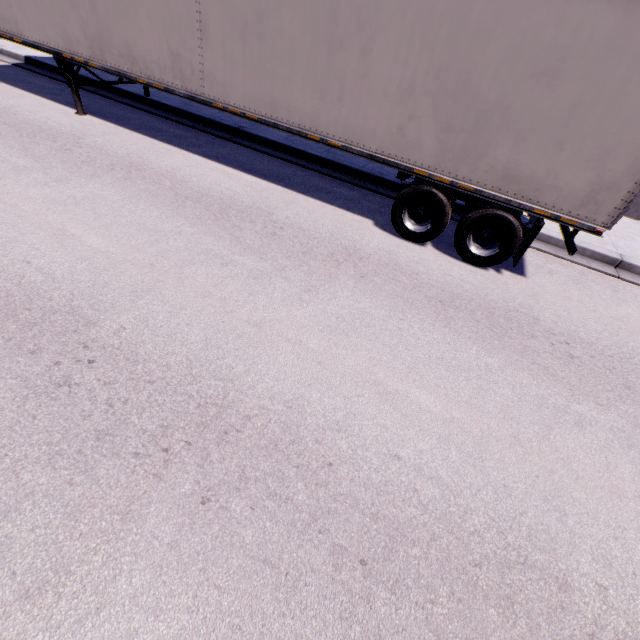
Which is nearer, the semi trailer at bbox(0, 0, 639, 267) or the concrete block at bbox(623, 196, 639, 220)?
the semi trailer at bbox(0, 0, 639, 267)

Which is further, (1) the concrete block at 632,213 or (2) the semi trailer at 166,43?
(1) the concrete block at 632,213

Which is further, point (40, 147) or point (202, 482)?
point (40, 147)

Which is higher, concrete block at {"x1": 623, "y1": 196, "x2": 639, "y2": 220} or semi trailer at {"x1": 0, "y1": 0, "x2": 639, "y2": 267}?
semi trailer at {"x1": 0, "y1": 0, "x2": 639, "y2": 267}

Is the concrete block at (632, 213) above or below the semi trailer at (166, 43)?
below
